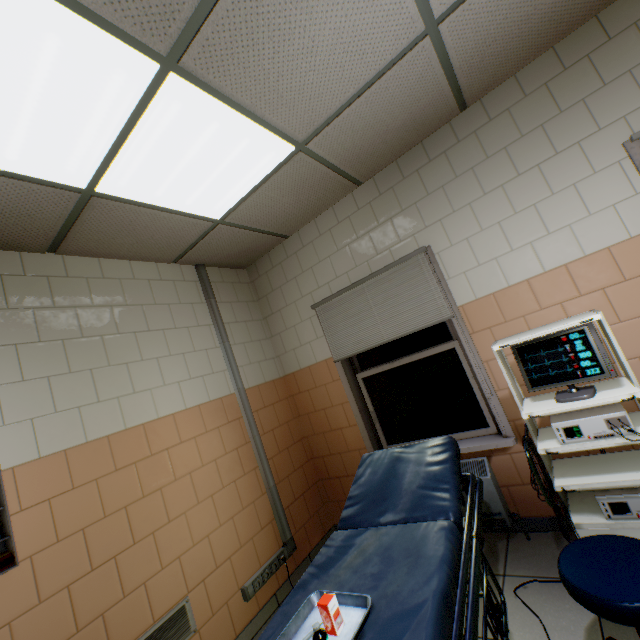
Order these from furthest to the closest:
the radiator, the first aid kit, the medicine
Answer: the radiator → the first aid kit → the medicine

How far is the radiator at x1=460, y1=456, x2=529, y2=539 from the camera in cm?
248

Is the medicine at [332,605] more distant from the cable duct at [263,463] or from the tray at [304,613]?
the cable duct at [263,463]

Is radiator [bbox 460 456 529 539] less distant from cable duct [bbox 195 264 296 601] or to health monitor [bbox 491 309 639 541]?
health monitor [bbox 491 309 639 541]

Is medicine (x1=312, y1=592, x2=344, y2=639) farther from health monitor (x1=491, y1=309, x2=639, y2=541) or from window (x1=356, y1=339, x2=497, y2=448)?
window (x1=356, y1=339, x2=497, y2=448)

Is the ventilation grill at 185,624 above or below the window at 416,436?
below

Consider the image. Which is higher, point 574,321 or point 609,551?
point 574,321

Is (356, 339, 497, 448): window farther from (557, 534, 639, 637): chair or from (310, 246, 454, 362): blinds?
(557, 534, 639, 637): chair
